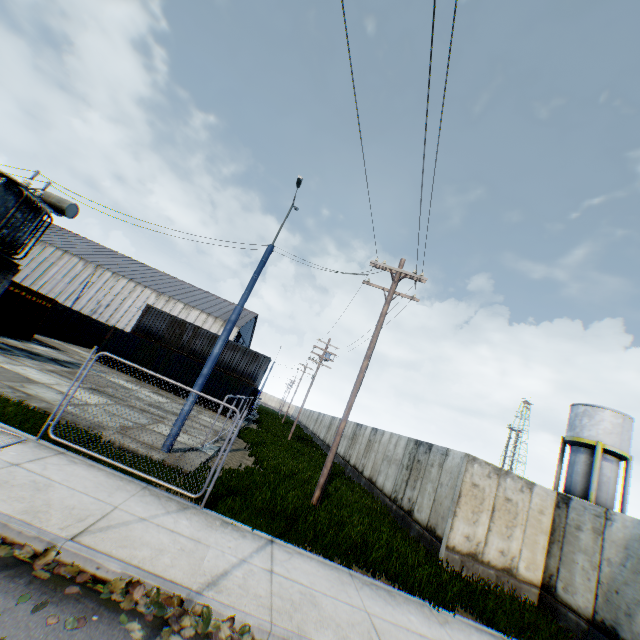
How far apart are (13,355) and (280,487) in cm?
1350

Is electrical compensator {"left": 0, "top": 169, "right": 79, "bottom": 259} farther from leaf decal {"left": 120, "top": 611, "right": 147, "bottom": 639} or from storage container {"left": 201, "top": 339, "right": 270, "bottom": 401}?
leaf decal {"left": 120, "top": 611, "right": 147, "bottom": 639}

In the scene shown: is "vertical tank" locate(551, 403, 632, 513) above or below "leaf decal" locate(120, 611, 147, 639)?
above

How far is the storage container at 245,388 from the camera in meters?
25.9 m

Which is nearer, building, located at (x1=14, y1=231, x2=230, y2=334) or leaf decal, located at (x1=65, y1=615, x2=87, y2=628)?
leaf decal, located at (x1=65, y1=615, x2=87, y2=628)

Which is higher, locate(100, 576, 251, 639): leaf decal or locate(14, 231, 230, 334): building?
locate(14, 231, 230, 334): building

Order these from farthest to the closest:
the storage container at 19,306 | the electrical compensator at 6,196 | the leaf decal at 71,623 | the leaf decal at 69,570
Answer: the storage container at 19,306
the electrical compensator at 6,196
the leaf decal at 69,570
the leaf decal at 71,623

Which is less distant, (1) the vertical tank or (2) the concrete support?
(2) the concrete support
